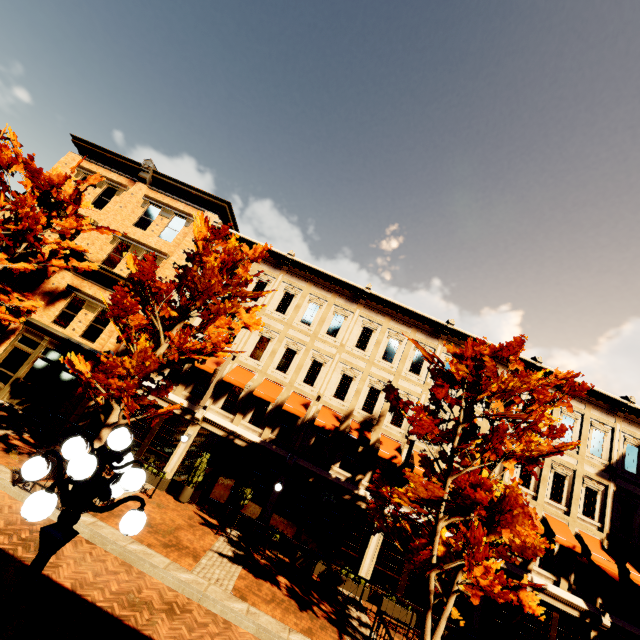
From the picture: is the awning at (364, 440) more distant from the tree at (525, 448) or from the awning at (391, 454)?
the tree at (525, 448)

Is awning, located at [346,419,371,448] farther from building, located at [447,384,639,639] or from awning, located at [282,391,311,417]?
awning, located at [282,391,311,417]

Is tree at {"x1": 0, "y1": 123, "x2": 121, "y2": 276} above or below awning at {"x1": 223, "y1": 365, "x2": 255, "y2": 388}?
above

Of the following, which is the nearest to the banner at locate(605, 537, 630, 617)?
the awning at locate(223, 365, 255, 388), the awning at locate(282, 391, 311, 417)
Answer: the awning at locate(282, 391, 311, 417)

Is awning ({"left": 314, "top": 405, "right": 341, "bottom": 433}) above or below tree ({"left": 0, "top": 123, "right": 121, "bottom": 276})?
below

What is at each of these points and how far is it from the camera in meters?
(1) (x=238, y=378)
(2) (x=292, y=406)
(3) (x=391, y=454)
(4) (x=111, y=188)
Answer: (1) awning, 16.0 m
(2) awning, 15.6 m
(3) awning, 15.0 m
(4) building, 20.4 m

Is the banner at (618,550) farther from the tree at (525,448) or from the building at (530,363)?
the tree at (525,448)

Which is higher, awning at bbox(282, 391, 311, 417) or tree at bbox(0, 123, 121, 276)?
tree at bbox(0, 123, 121, 276)
